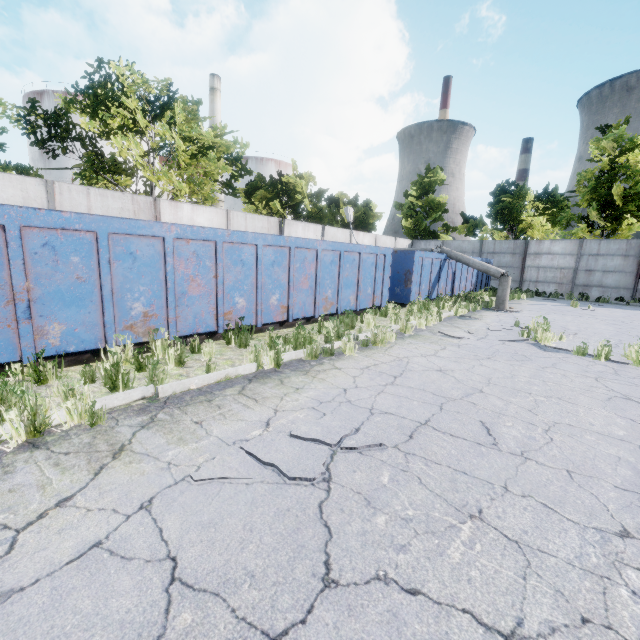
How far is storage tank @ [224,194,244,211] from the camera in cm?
5247

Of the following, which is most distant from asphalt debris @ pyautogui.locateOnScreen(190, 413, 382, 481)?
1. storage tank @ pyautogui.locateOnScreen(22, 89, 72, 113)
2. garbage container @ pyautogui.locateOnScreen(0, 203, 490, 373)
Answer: storage tank @ pyautogui.locateOnScreen(22, 89, 72, 113)

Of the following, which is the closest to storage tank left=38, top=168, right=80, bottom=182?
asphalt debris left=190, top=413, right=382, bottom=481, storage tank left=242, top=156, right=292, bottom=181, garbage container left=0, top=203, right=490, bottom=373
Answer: storage tank left=242, top=156, right=292, bottom=181

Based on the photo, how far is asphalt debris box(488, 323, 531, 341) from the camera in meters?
8.0 m

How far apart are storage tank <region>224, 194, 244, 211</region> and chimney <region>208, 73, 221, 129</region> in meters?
5.8 m

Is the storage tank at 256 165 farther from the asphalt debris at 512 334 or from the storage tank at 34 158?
the asphalt debris at 512 334

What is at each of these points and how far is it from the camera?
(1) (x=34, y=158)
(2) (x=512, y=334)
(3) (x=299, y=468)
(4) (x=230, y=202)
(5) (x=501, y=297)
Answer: (1) storage tank, 34.19m
(2) asphalt debris, 8.80m
(3) asphalt debris, 2.76m
(4) storage tank, 53.50m
(5) lamp post, 13.69m

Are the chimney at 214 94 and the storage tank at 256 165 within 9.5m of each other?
yes
